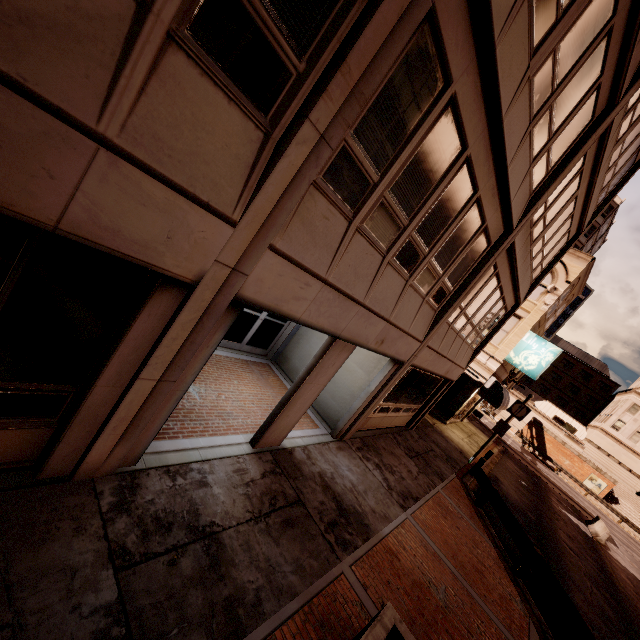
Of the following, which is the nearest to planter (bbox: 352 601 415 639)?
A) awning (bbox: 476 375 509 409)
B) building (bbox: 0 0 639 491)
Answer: building (bbox: 0 0 639 491)

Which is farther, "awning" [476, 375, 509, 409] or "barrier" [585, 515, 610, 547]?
"barrier" [585, 515, 610, 547]

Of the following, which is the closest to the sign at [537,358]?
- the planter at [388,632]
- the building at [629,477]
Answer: the building at [629,477]

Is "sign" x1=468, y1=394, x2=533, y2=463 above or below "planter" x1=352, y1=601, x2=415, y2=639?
above

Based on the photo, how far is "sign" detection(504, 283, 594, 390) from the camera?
19.12m

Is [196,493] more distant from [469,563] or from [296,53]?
[469,563]

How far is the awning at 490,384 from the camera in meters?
19.9 m

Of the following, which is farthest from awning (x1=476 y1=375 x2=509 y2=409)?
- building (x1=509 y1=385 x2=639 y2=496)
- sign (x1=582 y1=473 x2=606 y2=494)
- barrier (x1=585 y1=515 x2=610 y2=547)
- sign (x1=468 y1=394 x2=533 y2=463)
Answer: building (x1=509 y1=385 x2=639 y2=496)
